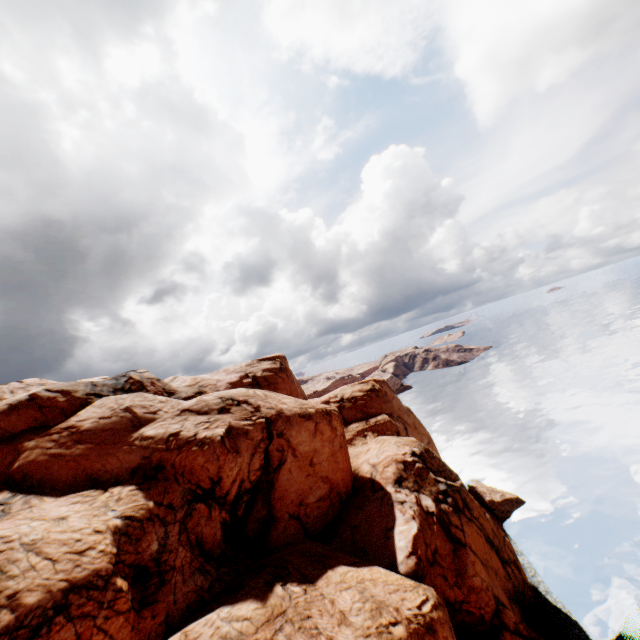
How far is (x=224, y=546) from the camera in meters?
19.5 m
